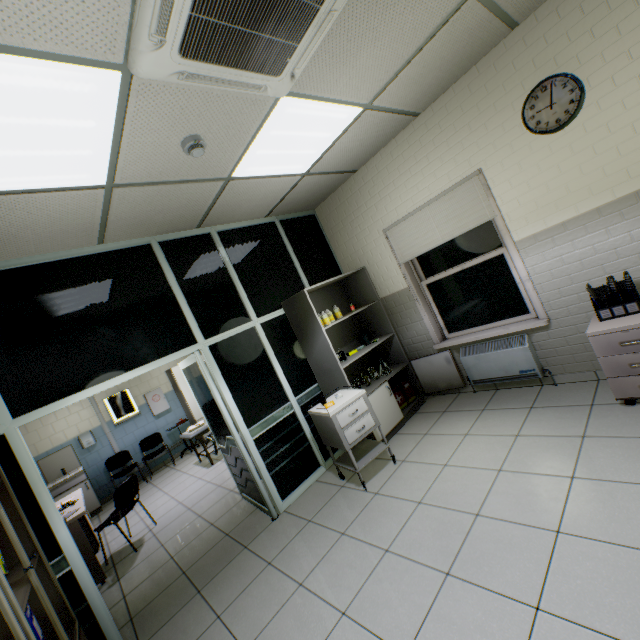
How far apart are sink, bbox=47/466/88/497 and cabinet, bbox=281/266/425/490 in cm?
582

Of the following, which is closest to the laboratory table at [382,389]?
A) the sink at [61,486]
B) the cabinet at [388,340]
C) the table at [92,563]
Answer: the cabinet at [388,340]

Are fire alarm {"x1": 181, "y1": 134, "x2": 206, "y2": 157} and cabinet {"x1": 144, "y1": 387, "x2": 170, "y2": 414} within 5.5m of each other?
no

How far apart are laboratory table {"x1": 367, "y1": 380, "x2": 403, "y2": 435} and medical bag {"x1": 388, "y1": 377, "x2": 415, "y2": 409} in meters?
0.1

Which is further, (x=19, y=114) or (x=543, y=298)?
(x=543, y=298)

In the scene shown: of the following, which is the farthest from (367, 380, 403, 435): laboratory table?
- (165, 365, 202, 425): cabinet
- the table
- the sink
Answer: the sink

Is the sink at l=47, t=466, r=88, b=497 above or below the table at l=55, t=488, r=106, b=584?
above

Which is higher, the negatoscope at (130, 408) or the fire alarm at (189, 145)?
the fire alarm at (189, 145)
